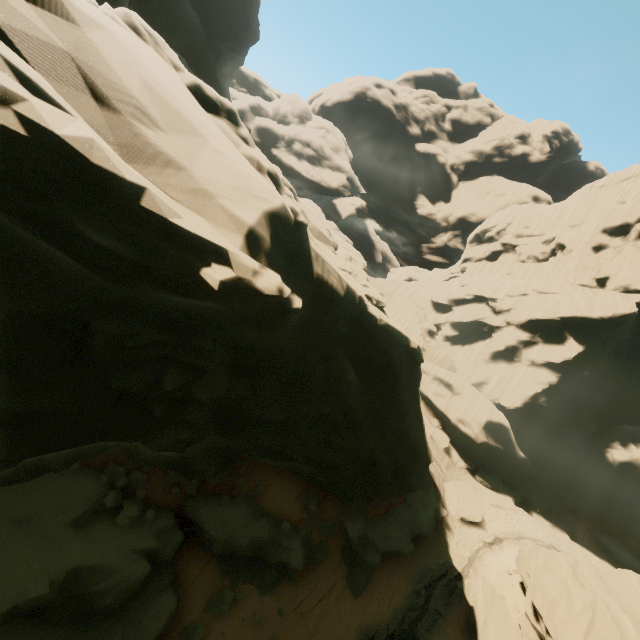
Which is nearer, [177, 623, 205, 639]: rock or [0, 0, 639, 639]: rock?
[0, 0, 639, 639]: rock

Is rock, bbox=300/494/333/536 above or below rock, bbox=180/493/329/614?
above

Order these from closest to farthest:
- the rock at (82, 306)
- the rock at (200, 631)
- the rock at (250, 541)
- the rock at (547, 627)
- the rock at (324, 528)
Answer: the rock at (82, 306)
the rock at (200, 631)
the rock at (250, 541)
the rock at (547, 627)
the rock at (324, 528)

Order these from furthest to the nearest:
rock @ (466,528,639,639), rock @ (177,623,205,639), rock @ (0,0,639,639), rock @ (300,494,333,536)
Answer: rock @ (300,494,333,536)
rock @ (466,528,639,639)
rock @ (177,623,205,639)
rock @ (0,0,639,639)

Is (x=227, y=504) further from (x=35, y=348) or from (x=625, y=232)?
(x=625, y=232)

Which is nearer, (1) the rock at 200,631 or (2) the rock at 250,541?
(1) the rock at 200,631
